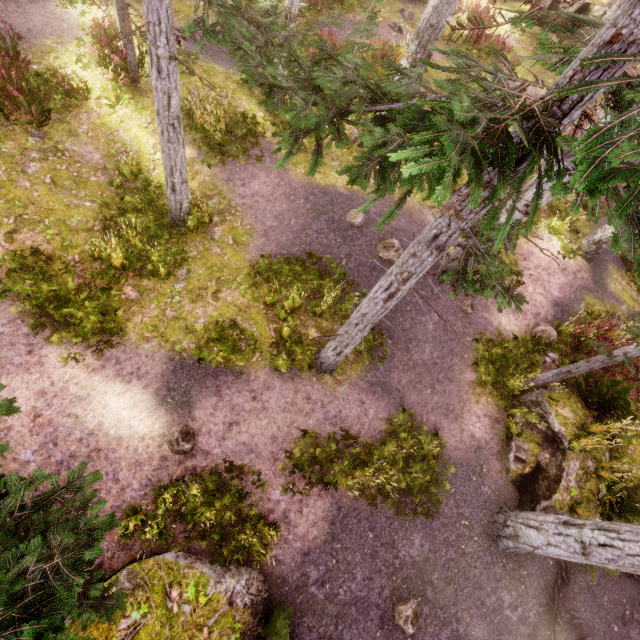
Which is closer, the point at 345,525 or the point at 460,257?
the point at 460,257

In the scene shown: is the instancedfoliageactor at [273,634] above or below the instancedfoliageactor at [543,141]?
below

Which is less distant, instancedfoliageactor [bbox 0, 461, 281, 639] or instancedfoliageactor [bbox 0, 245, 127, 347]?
instancedfoliageactor [bbox 0, 461, 281, 639]

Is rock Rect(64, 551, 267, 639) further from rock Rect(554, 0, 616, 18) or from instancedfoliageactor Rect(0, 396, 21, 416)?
rock Rect(554, 0, 616, 18)

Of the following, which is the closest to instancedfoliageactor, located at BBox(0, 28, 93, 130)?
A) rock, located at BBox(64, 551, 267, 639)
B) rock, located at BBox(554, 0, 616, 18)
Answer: rock, located at BBox(554, 0, 616, 18)

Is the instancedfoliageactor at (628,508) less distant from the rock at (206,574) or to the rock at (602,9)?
the rock at (602,9)
